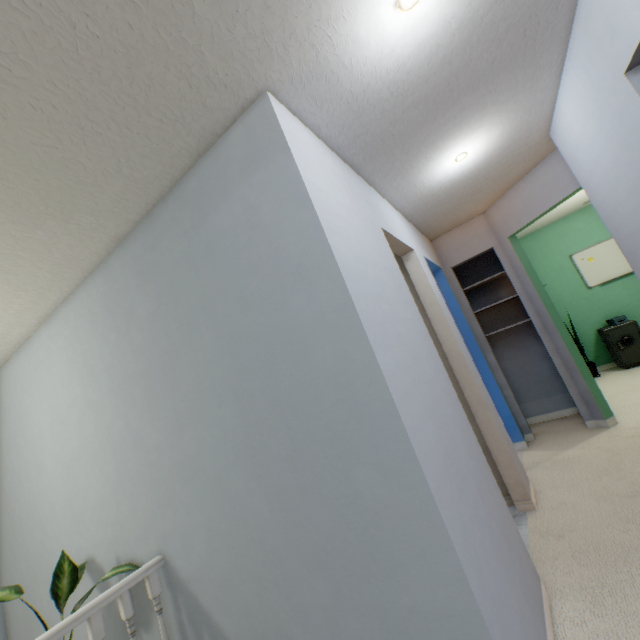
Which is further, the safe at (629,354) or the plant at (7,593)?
the safe at (629,354)

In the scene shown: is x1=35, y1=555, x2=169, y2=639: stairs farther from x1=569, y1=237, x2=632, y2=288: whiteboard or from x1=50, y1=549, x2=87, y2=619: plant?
x1=569, y1=237, x2=632, y2=288: whiteboard

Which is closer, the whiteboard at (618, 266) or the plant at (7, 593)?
the plant at (7, 593)

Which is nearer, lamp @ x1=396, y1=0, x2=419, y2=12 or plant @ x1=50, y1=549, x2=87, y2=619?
lamp @ x1=396, y1=0, x2=419, y2=12

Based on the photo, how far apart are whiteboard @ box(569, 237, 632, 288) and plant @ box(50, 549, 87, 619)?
6.6 meters

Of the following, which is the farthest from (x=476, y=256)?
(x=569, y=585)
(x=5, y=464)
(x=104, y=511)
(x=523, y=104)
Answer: (x=5, y=464)

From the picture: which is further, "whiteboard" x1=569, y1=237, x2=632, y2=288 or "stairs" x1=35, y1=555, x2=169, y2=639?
"whiteboard" x1=569, y1=237, x2=632, y2=288

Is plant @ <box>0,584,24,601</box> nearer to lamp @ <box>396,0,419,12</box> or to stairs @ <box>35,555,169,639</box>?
stairs @ <box>35,555,169,639</box>
